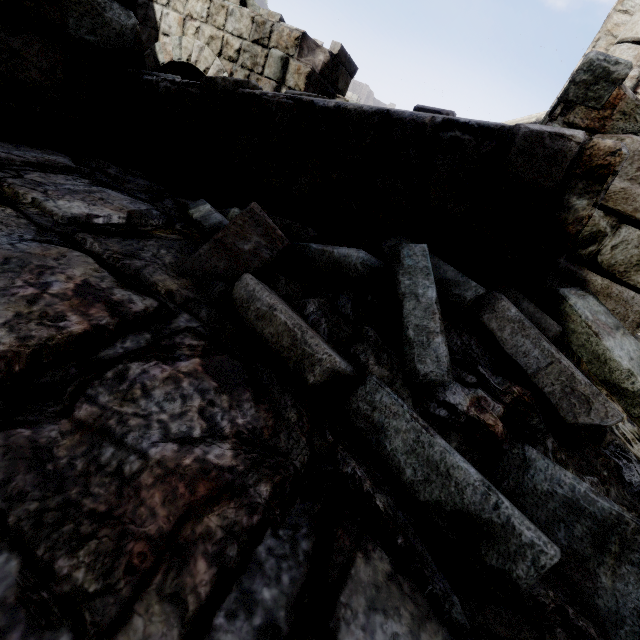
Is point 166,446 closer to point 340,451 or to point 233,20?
point 340,451

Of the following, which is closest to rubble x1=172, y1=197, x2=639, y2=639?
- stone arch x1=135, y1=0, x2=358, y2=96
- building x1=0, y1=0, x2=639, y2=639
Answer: building x1=0, y1=0, x2=639, y2=639

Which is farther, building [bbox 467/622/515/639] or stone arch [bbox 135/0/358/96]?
stone arch [bbox 135/0/358/96]

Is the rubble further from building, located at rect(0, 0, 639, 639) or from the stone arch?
the stone arch

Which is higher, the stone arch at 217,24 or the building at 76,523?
the stone arch at 217,24

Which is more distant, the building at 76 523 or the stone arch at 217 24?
the stone arch at 217 24
